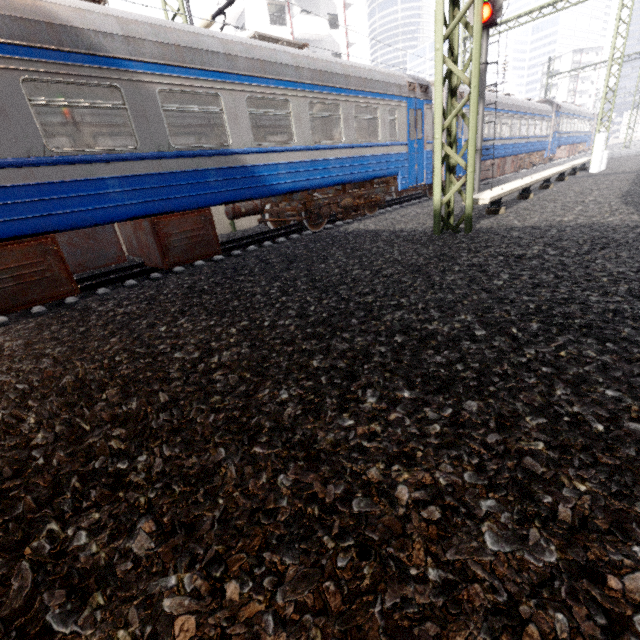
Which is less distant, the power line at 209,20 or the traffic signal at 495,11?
the power line at 209,20

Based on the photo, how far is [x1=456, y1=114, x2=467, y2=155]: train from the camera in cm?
1293

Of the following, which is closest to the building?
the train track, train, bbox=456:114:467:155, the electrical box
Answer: train, bbox=456:114:467:155

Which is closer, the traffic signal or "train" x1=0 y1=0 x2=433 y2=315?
"train" x1=0 y1=0 x2=433 y2=315

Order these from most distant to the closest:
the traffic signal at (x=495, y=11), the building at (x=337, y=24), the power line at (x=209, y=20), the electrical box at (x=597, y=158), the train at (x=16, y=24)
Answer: the building at (x=337, y=24), the electrical box at (x=597, y=158), the traffic signal at (x=495, y=11), the power line at (x=209, y=20), the train at (x=16, y=24)

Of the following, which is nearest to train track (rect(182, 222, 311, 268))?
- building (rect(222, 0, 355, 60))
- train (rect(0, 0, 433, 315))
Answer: train (rect(0, 0, 433, 315))

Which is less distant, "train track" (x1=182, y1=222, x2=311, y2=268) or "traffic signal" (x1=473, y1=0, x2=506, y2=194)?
"train track" (x1=182, y1=222, x2=311, y2=268)

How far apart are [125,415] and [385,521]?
1.64m
